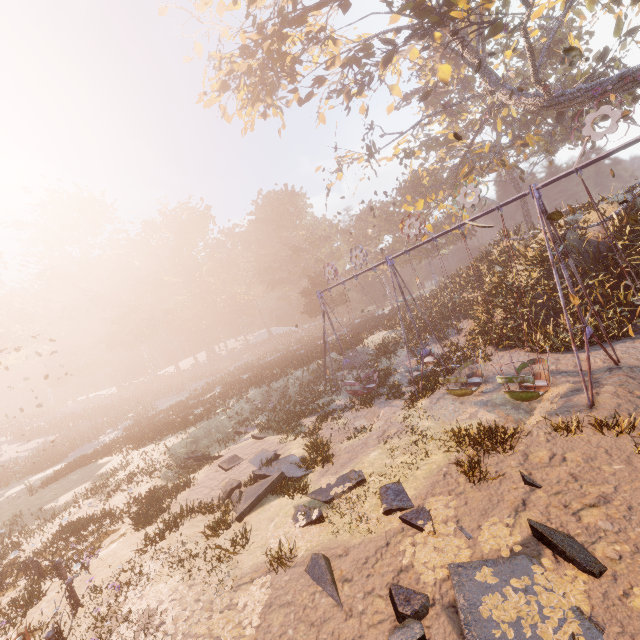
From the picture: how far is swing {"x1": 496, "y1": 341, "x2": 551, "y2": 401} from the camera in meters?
9.7 m

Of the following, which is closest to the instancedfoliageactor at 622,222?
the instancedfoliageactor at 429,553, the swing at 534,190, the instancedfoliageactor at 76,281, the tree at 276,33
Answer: the tree at 276,33

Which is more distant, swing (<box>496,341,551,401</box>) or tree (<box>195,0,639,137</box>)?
tree (<box>195,0,639,137</box>)

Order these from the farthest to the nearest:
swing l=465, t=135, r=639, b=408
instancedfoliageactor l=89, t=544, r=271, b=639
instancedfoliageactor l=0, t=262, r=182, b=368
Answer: instancedfoliageactor l=0, t=262, r=182, b=368 → swing l=465, t=135, r=639, b=408 → instancedfoliageactor l=89, t=544, r=271, b=639

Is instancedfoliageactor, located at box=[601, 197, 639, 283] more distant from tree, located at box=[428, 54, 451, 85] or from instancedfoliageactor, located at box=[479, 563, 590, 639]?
instancedfoliageactor, located at box=[479, 563, 590, 639]

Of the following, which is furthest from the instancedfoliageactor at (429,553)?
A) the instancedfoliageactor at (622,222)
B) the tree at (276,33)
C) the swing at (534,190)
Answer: the tree at (276,33)

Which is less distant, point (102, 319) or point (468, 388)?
point (468, 388)

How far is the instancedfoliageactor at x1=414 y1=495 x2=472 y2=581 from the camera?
5.8m
